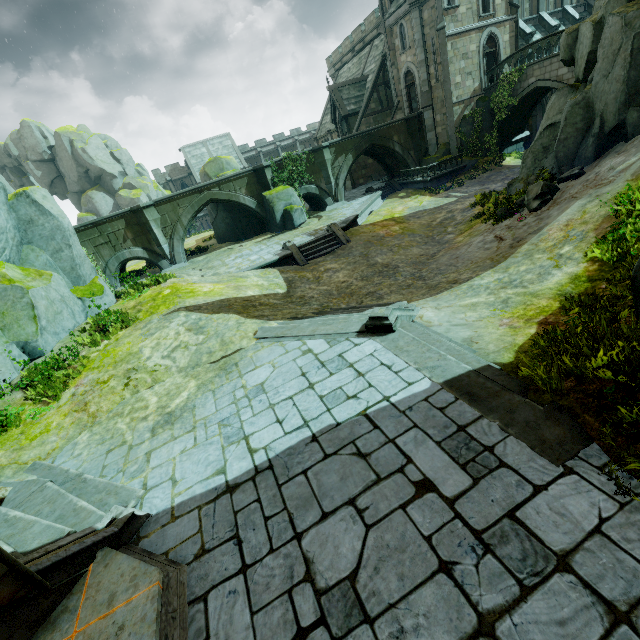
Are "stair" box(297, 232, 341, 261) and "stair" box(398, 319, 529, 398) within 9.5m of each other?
no

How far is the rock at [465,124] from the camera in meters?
26.9 m

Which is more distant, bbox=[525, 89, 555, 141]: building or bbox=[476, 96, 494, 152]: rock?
bbox=[525, 89, 555, 141]: building

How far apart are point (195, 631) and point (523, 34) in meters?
43.6

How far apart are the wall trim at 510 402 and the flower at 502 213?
9.1m

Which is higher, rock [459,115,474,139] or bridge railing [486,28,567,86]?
bridge railing [486,28,567,86]

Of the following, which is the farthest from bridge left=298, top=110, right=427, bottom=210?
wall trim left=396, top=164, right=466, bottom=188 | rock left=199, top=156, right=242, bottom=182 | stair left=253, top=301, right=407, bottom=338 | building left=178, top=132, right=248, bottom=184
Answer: building left=178, top=132, right=248, bottom=184

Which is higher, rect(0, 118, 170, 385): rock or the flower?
rect(0, 118, 170, 385): rock
